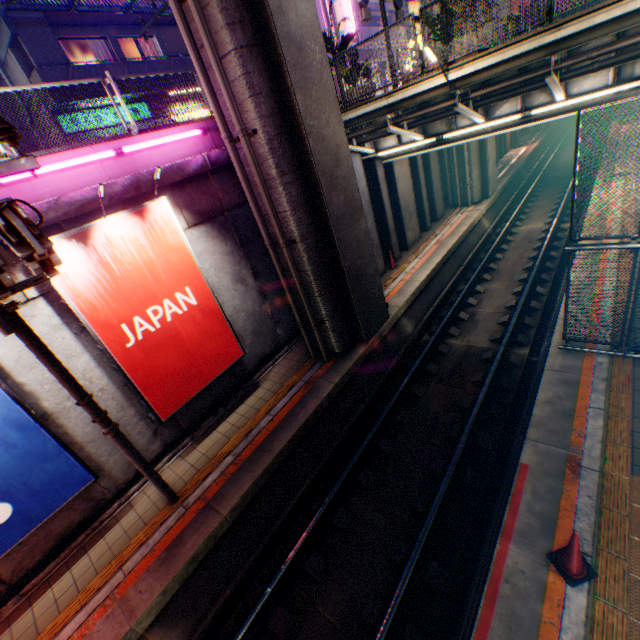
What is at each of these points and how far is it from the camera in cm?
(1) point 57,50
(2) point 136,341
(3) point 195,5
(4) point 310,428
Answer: (1) pylon, 1331
(2) billboard, 687
(3) pipe, 586
(4) railway, 832

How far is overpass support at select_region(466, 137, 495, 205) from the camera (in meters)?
17.03

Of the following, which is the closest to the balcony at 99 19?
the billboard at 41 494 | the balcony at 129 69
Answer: the balcony at 129 69

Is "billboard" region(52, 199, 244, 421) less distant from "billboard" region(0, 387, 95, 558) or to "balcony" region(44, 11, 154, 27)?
"billboard" region(0, 387, 95, 558)

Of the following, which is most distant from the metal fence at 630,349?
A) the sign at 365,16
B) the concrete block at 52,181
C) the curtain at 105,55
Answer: the sign at 365,16

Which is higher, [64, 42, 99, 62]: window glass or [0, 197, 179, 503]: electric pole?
[64, 42, 99, 62]: window glass

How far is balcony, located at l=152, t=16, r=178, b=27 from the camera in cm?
1655
